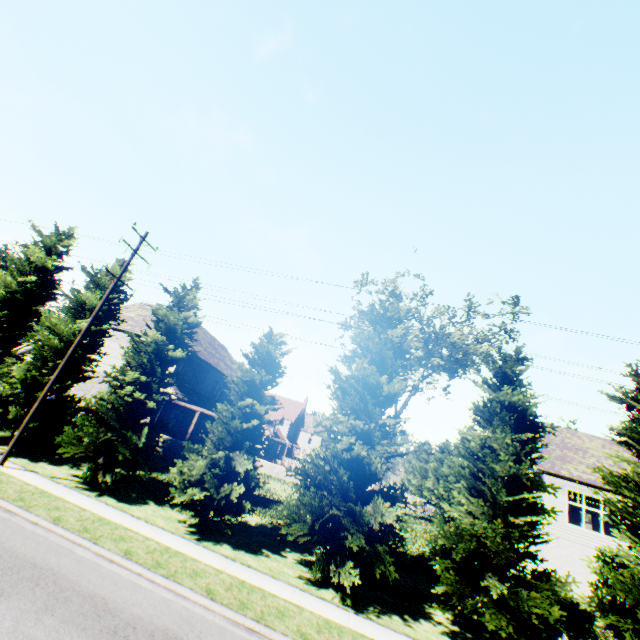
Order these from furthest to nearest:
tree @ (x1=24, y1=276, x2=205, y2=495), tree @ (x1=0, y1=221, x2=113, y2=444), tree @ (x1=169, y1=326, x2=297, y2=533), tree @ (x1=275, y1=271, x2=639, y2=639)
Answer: tree @ (x1=0, y1=221, x2=113, y2=444) < tree @ (x1=24, y1=276, x2=205, y2=495) < tree @ (x1=169, y1=326, x2=297, y2=533) < tree @ (x1=275, y1=271, x2=639, y2=639)

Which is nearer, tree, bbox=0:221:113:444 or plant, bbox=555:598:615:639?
plant, bbox=555:598:615:639

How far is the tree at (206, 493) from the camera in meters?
12.6

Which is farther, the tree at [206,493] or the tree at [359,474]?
the tree at [206,493]

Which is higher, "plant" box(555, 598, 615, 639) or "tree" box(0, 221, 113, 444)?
"tree" box(0, 221, 113, 444)

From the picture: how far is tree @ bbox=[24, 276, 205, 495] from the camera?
14.11m

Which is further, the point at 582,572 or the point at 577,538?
the point at 577,538
